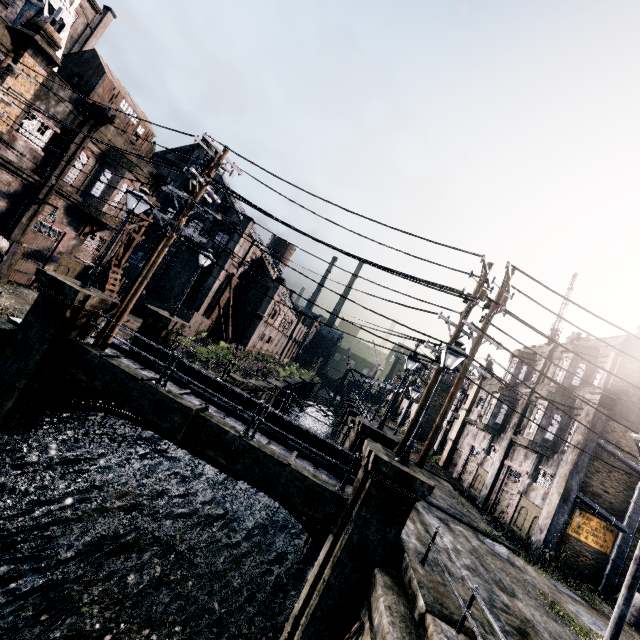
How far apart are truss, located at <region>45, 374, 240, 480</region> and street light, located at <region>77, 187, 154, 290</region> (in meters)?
4.00

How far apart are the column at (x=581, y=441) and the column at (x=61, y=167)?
33.4m

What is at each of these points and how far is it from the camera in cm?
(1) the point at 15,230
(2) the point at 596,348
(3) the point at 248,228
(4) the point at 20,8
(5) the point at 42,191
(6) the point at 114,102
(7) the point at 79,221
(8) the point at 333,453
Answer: (1) column, 1878
(2) building, 2091
(3) building, 3934
(4) water tower, 1888
(5) column, 1912
(6) building, 2203
(7) building, 2269
(8) column, 1597

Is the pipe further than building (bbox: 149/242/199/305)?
No

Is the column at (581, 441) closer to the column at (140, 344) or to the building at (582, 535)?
the building at (582, 535)

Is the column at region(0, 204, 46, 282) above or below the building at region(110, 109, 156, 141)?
below

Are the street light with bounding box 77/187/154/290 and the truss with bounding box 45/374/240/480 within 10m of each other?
yes

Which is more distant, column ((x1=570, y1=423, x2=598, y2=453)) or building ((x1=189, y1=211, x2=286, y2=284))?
building ((x1=189, y1=211, x2=286, y2=284))
